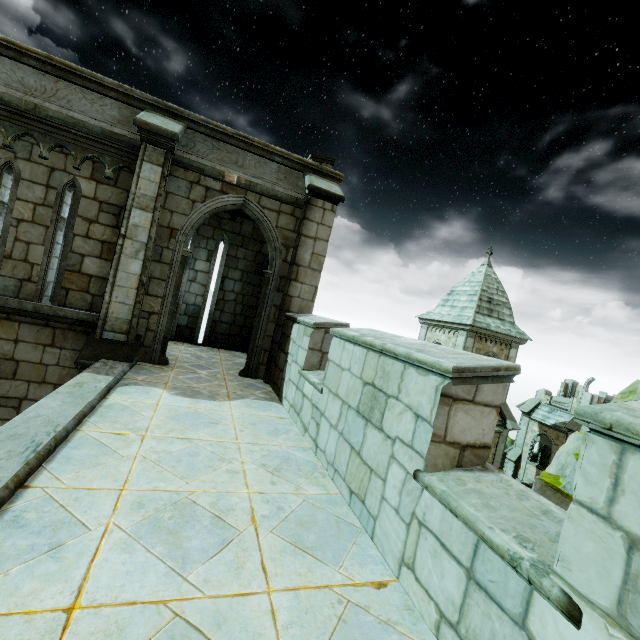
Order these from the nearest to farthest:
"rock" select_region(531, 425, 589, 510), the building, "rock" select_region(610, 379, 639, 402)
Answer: the building → "rock" select_region(531, 425, 589, 510) → "rock" select_region(610, 379, 639, 402)

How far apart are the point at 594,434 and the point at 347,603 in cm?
182

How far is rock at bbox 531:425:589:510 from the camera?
10.1 meters

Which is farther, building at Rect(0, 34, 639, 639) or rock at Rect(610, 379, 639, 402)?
rock at Rect(610, 379, 639, 402)

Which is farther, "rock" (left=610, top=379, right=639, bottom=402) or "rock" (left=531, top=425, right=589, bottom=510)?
"rock" (left=610, top=379, right=639, bottom=402)

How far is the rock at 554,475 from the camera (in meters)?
10.10

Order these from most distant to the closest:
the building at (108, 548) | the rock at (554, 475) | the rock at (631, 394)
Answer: the rock at (631, 394) → the rock at (554, 475) → the building at (108, 548)
